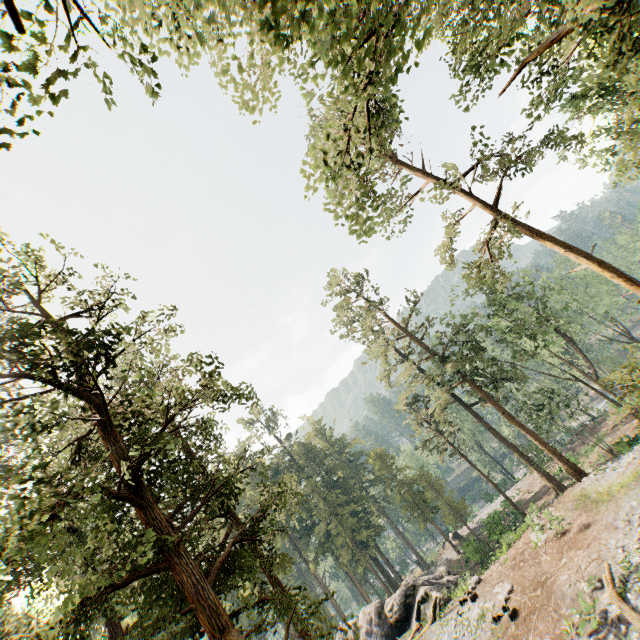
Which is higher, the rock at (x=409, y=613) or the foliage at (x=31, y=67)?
the foliage at (x=31, y=67)

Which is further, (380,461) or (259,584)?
(380,461)

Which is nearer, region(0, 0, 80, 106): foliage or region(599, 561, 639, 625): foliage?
region(0, 0, 80, 106): foliage

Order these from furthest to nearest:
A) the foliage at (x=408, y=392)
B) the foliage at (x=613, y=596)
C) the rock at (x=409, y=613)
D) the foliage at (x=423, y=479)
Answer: the rock at (x=409, y=613), the foliage at (x=613, y=596), the foliage at (x=423, y=479), the foliage at (x=408, y=392)

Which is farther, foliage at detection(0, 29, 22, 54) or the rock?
the rock

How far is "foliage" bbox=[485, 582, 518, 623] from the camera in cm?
1612
